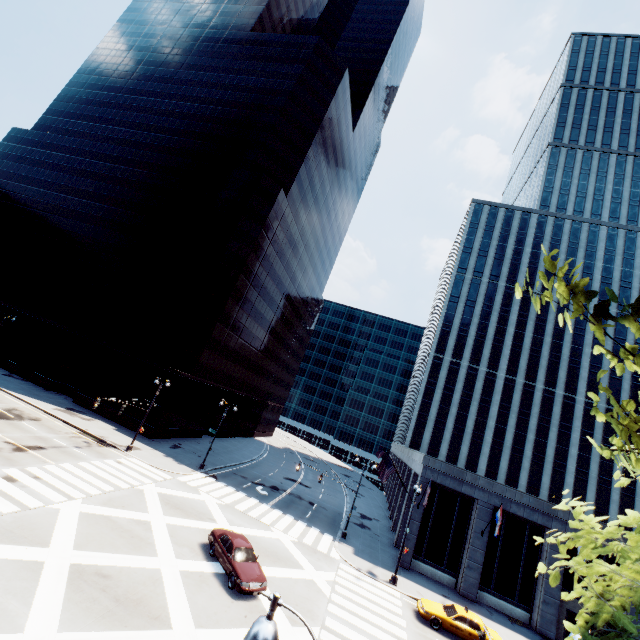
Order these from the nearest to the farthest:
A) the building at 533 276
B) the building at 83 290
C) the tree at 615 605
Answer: the tree at 615 605
the building at 83 290
the building at 533 276

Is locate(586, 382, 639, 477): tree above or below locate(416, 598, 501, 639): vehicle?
above

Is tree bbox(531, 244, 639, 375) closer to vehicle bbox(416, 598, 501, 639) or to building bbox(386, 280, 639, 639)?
vehicle bbox(416, 598, 501, 639)

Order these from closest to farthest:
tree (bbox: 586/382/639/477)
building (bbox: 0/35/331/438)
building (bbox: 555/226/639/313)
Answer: tree (bbox: 586/382/639/477) → building (bbox: 0/35/331/438) → building (bbox: 555/226/639/313)

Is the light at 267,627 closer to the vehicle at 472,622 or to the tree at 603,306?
the tree at 603,306

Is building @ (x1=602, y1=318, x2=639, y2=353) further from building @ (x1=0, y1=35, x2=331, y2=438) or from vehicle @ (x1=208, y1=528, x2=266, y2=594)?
building @ (x1=0, y1=35, x2=331, y2=438)

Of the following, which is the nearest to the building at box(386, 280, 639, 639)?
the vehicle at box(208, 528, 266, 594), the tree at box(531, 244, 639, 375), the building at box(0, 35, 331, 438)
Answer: the vehicle at box(208, 528, 266, 594)

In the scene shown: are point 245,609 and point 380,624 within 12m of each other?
yes
